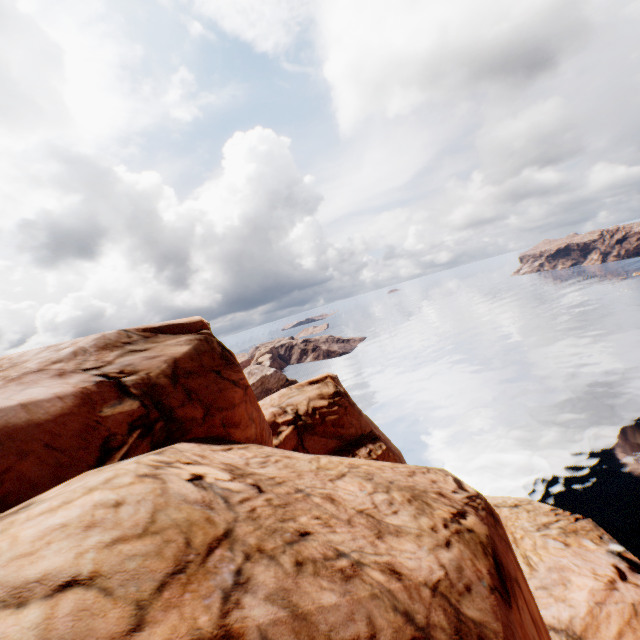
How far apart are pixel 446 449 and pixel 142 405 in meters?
48.4
